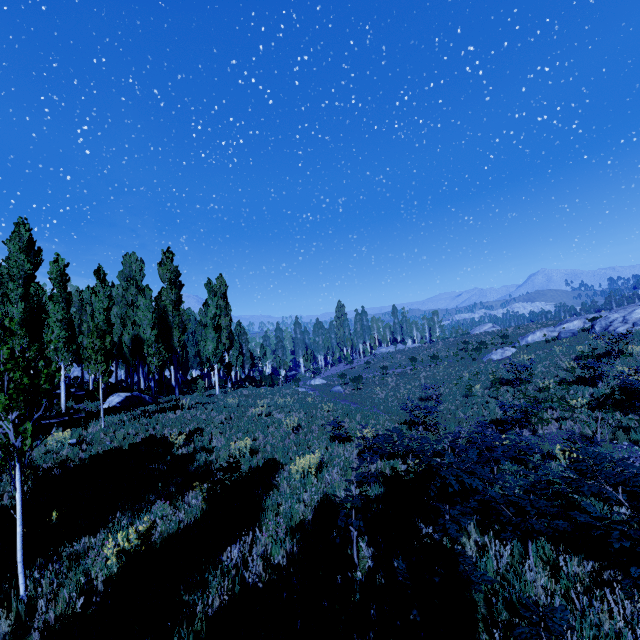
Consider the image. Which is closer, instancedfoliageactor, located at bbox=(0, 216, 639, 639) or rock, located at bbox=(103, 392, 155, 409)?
instancedfoliageactor, located at bbox=(0, 216, 639, 639)

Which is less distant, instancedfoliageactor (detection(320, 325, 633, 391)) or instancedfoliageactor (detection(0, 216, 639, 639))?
instancedfoliageactor (detection(0, 216, 639, 639))

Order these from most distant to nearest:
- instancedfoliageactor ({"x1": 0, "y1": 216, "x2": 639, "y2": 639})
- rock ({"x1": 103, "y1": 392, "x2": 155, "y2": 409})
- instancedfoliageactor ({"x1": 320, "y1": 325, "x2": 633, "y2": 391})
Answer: instancedfoliageactor ({"x1": 320, "y1": 325, "x2": 633, "y2": 391}) < rock ({"x1": 103, "y1": 392, "x2": 155, "y2": 409}) < instancedfoliageactor ({"x1": 0, "y1": 216, "x2": 639, "y2": 639})

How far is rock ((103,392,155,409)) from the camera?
18.3 meters

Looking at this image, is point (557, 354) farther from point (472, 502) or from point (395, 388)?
point (472, 502)

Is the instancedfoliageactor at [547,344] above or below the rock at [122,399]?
below

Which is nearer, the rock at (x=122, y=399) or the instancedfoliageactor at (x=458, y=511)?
the instancedfoliageactor at (x=458, y=511)
